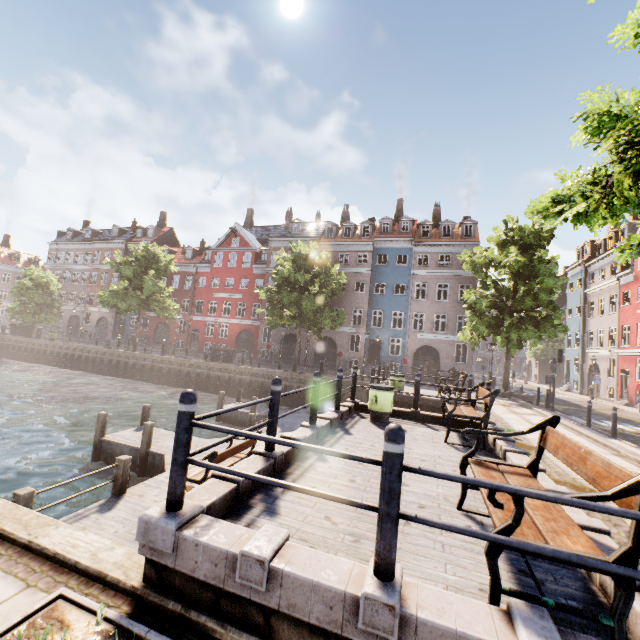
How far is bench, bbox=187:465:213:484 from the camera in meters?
7.1 m

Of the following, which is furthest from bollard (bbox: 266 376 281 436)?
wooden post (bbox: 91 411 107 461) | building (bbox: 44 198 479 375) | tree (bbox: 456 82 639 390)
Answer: building (bbox: 44 198 479 375)

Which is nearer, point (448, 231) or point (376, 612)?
point (376, 612)

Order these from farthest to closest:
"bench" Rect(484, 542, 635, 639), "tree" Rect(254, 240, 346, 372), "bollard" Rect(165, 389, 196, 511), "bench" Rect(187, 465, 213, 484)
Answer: "tree" Rect(254, 240, 346, 372) → "bench" Rect(187, 465, 213, 484) → "bollard" Rect(165, 389, 196, 511) → "bench" Rect(484, 542, 635, 639)

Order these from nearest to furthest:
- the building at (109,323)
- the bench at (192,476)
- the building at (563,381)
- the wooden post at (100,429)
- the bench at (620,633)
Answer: the bench at (620,633) → the bench at (192,476) → the wooden post at (100,429) → the building at (563,381) → the building at (109,323)

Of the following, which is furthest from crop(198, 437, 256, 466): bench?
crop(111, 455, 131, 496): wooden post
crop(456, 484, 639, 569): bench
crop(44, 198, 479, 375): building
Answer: crop(44, 198, 479, 375): building

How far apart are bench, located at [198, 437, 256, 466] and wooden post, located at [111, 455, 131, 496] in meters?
1.2

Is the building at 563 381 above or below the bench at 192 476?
above
